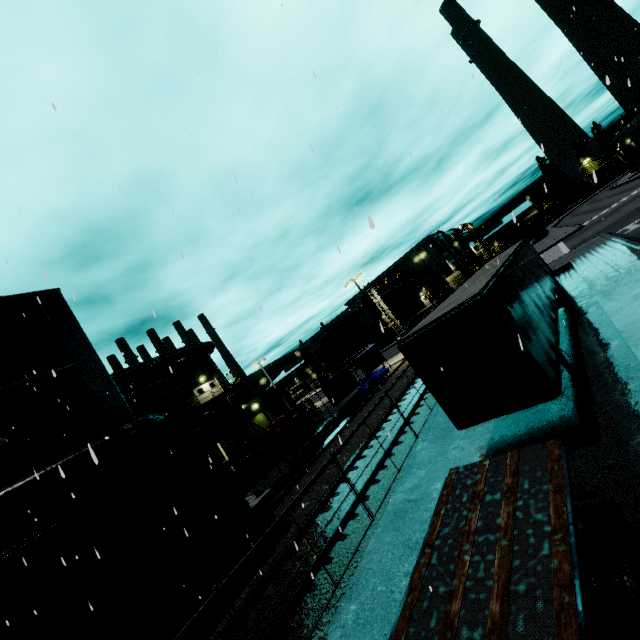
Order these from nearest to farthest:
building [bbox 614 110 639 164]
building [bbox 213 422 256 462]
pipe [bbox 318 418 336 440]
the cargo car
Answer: the cargo car, pipe [bbox 318 418 336 440], building [bbox 213 422 256 462], building [bbox 614 110 639 164]

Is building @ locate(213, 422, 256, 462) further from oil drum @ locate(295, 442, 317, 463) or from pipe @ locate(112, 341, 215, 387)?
oil drum @ locate(295, 442, 317, 463)

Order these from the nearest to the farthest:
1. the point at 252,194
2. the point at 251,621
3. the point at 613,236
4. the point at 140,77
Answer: the point at 251,621 < the point at 140,77 < the point at 252,194 < the point at 613,236

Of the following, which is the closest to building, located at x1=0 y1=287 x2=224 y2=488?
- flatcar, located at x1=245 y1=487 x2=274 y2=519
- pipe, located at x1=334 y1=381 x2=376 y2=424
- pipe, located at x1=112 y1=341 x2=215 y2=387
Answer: pipe, located at x1=112 y1=341 x2=215 y2=387

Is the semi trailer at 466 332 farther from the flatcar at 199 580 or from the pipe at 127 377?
the flatcar at 199 580

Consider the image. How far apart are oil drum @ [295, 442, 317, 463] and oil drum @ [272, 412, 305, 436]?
1.3m

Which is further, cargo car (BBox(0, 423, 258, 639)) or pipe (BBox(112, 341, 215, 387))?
pipe (BBox(112, 341, 215, 387))

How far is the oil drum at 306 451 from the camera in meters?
19.6 m
